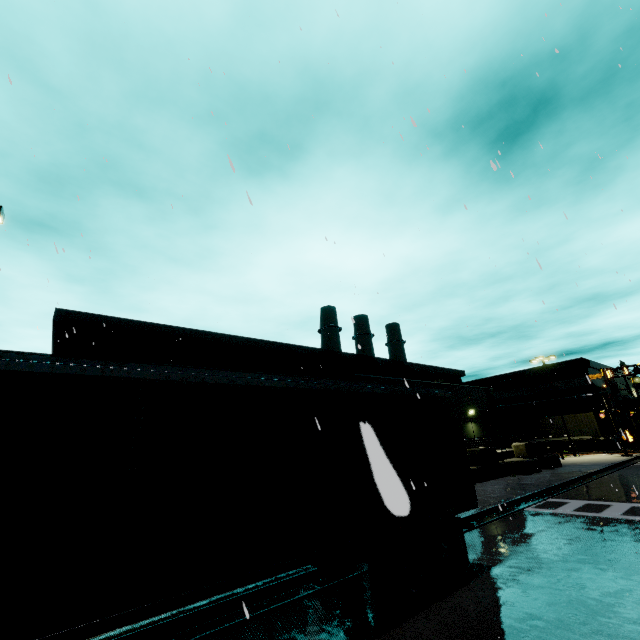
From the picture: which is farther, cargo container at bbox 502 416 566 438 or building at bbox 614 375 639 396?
building at bbox 614 375 639 396

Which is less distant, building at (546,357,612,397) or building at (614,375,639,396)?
building at (546,357,612,397)

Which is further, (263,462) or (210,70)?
(210,70)

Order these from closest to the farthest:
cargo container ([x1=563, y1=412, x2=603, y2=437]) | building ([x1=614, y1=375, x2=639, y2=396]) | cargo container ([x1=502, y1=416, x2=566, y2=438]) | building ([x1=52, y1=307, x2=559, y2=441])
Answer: building ([x1=52, y1=307, x2=559, y2=441]) < cargo container ([x1=563, y1=412, x2=603, y2=437]) < cargo container ([x1=502, y1=416, x2=566, y2=438]) < building ([x1=614, y1=375, x2=639, y2=396])

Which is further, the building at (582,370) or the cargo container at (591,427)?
the building at (582,370)

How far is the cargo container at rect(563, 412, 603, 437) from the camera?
35.2 meters

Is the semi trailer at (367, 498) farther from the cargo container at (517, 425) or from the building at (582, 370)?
the cargo container at (517, 425)
